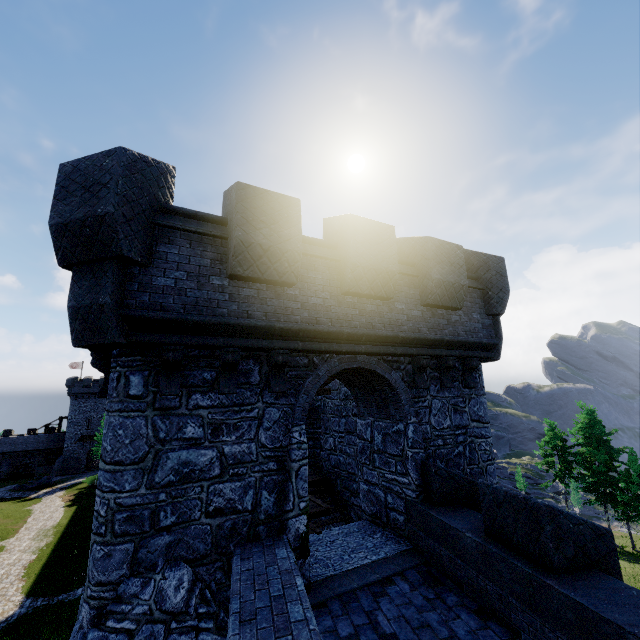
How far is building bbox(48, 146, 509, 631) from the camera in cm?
512

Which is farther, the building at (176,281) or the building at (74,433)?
the building at (74,433)

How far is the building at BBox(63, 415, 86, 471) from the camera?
58.81m

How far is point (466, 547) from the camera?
5.8 meters

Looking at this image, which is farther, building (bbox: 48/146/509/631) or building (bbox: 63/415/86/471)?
building (bbox: 63/415/86/471)

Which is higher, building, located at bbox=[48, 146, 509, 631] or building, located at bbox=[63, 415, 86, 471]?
building, located at bbox=[48, 146, 509, 631]

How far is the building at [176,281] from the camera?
5.12m
